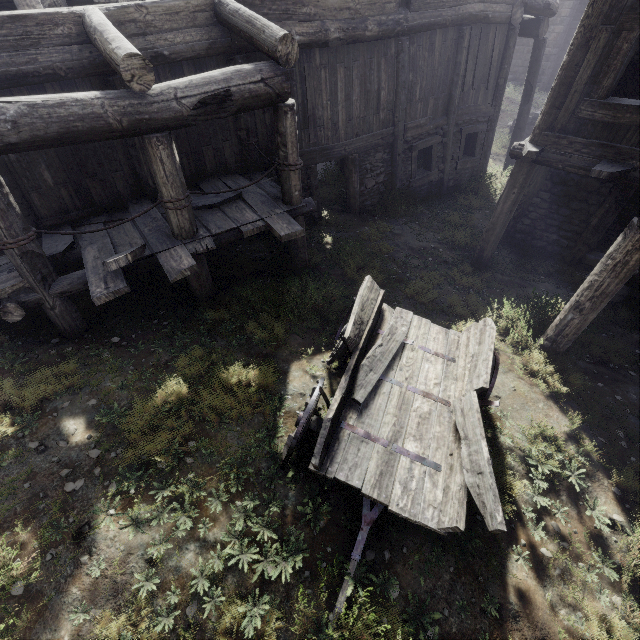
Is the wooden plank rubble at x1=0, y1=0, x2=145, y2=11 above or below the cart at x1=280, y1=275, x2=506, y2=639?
above

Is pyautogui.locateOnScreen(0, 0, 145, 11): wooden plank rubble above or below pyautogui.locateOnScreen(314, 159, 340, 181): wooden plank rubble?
above

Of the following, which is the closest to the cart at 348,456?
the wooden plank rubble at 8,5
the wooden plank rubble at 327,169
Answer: the wooden plank rubble at 8,5

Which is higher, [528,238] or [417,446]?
[417,446]

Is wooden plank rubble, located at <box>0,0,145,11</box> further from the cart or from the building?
the cart

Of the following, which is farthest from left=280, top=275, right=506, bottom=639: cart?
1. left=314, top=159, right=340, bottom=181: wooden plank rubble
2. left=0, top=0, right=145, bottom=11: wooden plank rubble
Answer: left=314, top=159, right=340, bottom=181: wooden plank rubble

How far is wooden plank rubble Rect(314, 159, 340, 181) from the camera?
11.8 meters

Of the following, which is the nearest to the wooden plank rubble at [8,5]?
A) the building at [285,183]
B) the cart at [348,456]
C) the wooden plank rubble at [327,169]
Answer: the building at [285,183]
